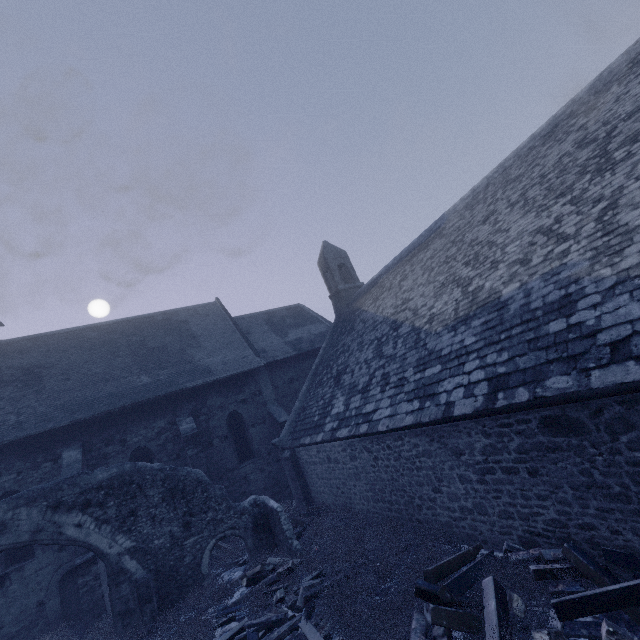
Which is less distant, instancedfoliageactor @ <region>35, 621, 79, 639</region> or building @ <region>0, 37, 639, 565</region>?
building @ <region>0, 37, 639, 565</region>

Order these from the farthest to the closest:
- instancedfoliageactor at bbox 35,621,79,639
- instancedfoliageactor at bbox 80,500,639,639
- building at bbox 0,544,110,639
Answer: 1. building at bbox 0,544,110,639
2. instancedfoliageactor at bbox 35,621,79,639
3. instancedfoliageactor at bbox 80,500,639,639

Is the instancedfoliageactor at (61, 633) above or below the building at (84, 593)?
below

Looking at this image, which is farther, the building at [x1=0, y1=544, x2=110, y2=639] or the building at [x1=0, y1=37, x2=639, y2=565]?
the building at [x1=0, y1=544, x2=110, y2=639]

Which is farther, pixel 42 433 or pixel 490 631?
pixel 42 433

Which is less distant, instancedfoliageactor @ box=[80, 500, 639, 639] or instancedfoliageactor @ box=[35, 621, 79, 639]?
instancedfoliageactor @ box=[80, 500, 639, 639]

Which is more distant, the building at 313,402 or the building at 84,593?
the building at 84,593
